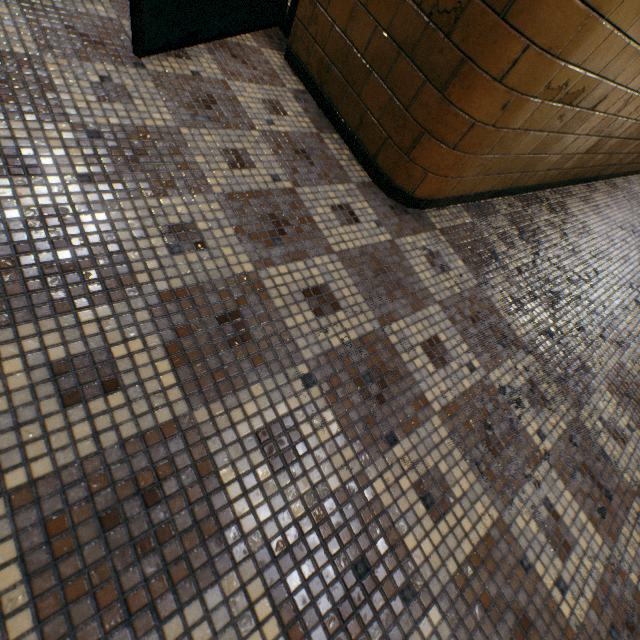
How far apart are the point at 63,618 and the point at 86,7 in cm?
243
